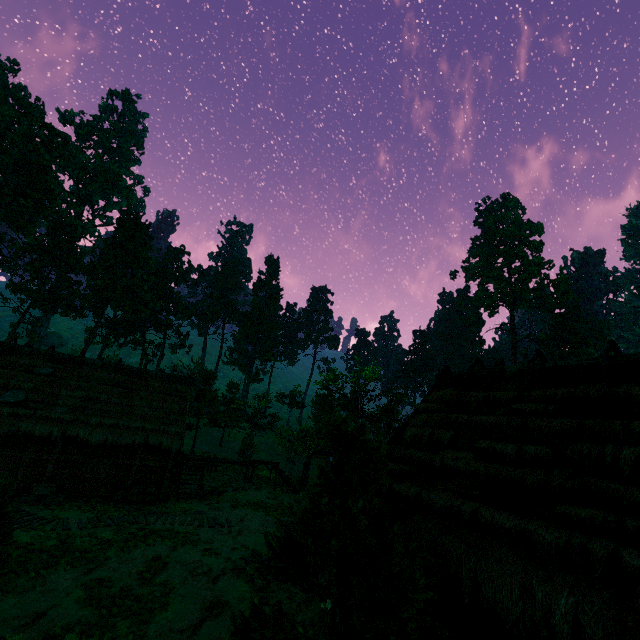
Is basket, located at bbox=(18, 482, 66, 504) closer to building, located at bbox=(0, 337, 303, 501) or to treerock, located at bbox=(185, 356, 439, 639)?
building, located at bbox=(0, 337, 303, 501)

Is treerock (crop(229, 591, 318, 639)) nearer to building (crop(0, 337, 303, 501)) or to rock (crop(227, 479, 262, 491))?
building (crop(0, 337, 303, 501))

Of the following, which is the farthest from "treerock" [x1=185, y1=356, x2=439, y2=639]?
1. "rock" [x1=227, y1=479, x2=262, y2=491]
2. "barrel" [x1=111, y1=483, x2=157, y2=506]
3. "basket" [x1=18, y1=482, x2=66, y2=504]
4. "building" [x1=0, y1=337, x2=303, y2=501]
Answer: "barrel" [x1=111, y1=483, x2=157, y2=506]

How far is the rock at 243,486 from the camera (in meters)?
22.86

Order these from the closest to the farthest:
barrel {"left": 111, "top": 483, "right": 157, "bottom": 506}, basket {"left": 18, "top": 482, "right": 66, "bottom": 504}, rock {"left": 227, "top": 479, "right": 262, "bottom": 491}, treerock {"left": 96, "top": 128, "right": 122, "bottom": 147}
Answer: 1. basket {"left": 18, "top": 482, "right": 66, "bottom": 504}
2. barrel {"left": 111, "top": 483, "right": 157, "bottom": 506}
3. rock {"left": 227, "top": 479, "right": 262, "bottom": 491}
4. treerock {"left": 96, "top": 128, "right": 122, "bottom": 147}

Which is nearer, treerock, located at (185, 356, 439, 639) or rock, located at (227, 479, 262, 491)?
treerock, located at (185, 356, 439, 639)

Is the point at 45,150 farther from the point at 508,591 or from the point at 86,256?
the point at 508,591

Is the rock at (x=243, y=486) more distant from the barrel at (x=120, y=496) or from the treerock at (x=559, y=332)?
the barrel at (x=120, y=496)
